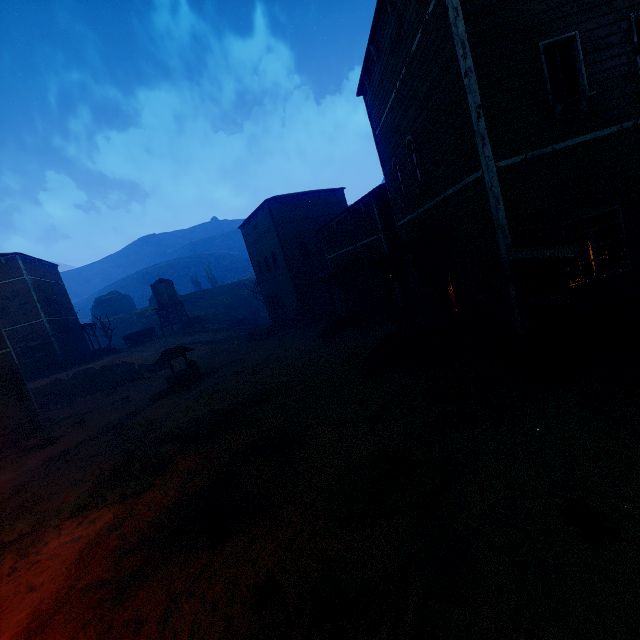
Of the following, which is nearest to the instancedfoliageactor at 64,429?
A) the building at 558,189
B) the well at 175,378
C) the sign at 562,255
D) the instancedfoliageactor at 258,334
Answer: the building at 558,189

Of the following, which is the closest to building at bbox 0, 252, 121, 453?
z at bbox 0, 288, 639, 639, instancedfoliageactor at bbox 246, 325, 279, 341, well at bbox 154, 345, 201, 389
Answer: z at bbox 0, 288, 639, 639

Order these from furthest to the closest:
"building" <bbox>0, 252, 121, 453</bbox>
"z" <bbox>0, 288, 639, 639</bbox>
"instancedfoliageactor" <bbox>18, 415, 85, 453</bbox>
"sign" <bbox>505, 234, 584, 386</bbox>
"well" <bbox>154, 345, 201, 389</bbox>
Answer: "well" <bbox>154, 345, 201, 389</bbox> → "building" <bbox>0, 252, 121, 453</bbox> → "instancedfoliageactor" <bbox>18, 415, 85, 453</bbox> → "sign" <bbox>505, 234, 584, 386</bbox> → "z" <bbox>0, 288, 639, 639</bbox>

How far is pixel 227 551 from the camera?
5.30m

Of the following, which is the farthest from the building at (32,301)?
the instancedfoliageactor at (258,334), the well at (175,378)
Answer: the well at (175,378)

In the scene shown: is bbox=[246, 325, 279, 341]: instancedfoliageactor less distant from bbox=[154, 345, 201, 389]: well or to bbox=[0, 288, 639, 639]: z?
bbox=[0, 288, 639, 639]: z

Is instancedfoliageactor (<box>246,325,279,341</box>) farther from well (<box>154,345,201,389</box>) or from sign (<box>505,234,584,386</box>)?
sign (<box>505,234,584,386</box>)

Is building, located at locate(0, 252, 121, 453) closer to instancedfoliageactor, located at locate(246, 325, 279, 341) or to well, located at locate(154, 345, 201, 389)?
instancedfoliageactor, located at locate(246, 325, 279, 341)
